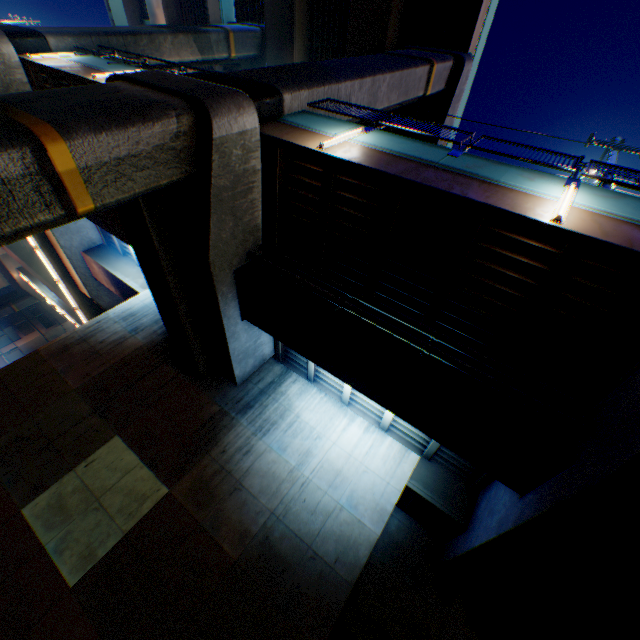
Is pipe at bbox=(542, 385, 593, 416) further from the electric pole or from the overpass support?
the electric pole

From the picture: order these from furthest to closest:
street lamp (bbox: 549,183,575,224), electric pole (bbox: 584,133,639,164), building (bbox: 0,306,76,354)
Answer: building (bbox: 0,306,76,354) < electric pole (bbox: 584,133,639,164) < street lamp (bbox: 549,183,575,224)

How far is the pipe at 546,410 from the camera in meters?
6.3 m

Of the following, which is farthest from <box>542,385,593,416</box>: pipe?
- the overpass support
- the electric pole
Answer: the electric pole

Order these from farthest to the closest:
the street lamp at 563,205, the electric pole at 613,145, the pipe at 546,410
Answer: the electric pole at 613,145
the pipe at 546,410
the street lamp at 563,205

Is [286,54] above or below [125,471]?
above

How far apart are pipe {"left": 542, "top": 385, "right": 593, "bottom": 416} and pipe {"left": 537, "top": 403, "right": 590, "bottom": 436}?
0.3 meters

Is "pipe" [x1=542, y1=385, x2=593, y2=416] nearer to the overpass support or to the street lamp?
the overpass support
